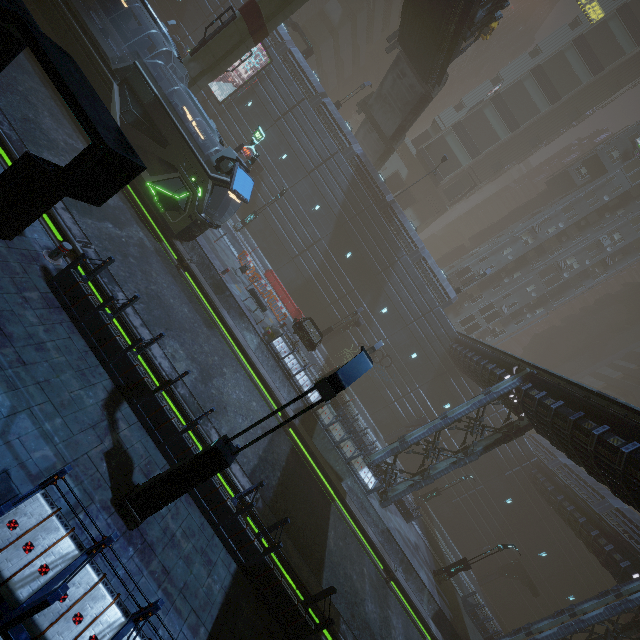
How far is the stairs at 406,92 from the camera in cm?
2836

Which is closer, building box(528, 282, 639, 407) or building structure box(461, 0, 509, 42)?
building structure box(461, 0, 509, 42)

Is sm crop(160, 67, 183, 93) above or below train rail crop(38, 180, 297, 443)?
above

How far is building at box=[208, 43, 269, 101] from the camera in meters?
31.0 m

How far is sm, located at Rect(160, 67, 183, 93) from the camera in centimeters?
1902cm

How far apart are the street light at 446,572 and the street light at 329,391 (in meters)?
22.24

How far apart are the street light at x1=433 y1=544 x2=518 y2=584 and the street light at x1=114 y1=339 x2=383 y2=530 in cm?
2224

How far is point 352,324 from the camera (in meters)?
30.38
